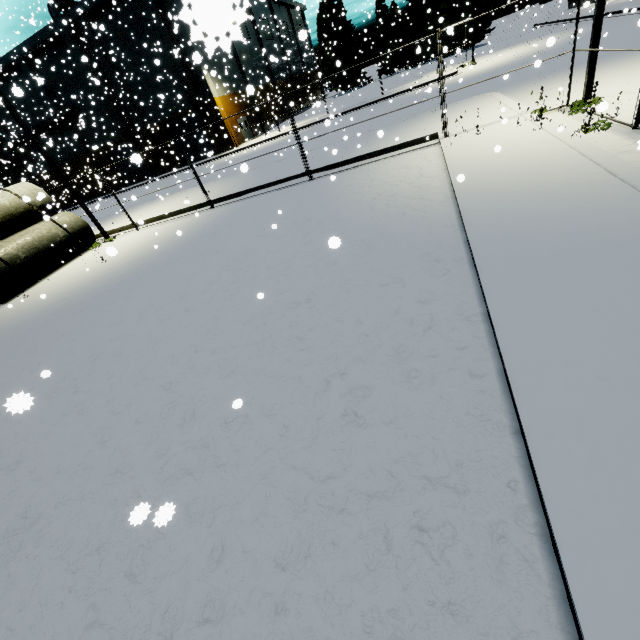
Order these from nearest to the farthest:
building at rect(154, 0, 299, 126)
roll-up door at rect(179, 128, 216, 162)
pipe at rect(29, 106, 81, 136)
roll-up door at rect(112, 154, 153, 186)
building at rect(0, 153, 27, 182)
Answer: building at rect(154, 0, 299, 126)
roll-up door at rect(112, 154, 153, 186)
roll-up door at rect(179, 128, 216, 162)
building at rect(0, 153, 27, 182)
pipe at rect(29, 106, 81, 136)

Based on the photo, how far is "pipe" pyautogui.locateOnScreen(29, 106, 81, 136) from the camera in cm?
3731

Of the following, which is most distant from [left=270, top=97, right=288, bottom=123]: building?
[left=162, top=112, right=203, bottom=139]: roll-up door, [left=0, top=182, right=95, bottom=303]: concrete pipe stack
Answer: [left=0, top=182, right=95, bottom=303]: concrete pipe stack

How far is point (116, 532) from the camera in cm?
339

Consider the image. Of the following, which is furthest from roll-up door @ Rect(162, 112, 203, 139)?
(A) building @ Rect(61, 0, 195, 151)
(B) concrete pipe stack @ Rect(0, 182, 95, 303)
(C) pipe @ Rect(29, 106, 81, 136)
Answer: (B) concrete pipe stack @ Rect(0, 182, 95, 303)

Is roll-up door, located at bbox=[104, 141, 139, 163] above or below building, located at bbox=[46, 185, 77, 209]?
above

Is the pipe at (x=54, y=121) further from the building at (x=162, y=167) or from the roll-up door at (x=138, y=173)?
the roll-up door at (x=138, y=173)

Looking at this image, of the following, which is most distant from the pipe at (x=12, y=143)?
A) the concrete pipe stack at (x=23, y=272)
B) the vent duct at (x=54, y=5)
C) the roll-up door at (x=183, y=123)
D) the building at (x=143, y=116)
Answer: the concrete pipe stack at (x=23, y=272)
